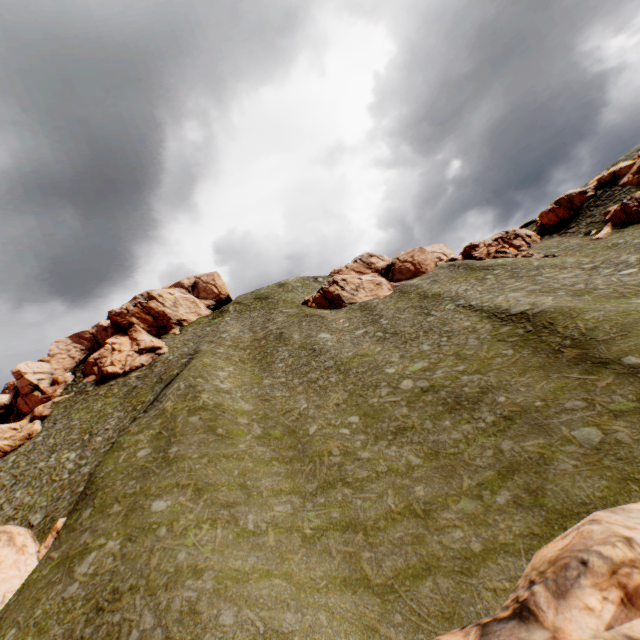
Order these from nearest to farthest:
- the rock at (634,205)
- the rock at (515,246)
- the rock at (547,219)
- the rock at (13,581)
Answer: the rock at (13,581) → the rock at (634,205) → the rock at (547,219) → the rock at (515,246)

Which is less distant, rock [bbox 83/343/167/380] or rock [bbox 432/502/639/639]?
rock [bbox 432/502/639/639]

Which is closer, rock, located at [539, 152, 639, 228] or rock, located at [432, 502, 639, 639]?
rock, located at [432, 502, 639, 639]

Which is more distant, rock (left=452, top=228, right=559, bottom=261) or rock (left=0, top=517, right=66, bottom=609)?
rock (left=452, top=228, right=559, bottom=261)

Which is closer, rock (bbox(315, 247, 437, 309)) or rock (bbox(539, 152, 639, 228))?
rock (bbox(539, 152, 639, 228))

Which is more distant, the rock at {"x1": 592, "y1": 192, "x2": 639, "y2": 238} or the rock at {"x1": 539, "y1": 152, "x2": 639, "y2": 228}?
the rock at {"x1": 539, "y1": 152, "x2": 639, "y2": 228}

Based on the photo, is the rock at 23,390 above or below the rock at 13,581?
above

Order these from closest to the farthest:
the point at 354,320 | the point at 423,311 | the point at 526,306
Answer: the point at 526,306 < the point at 423,311 < the point at 354,320
